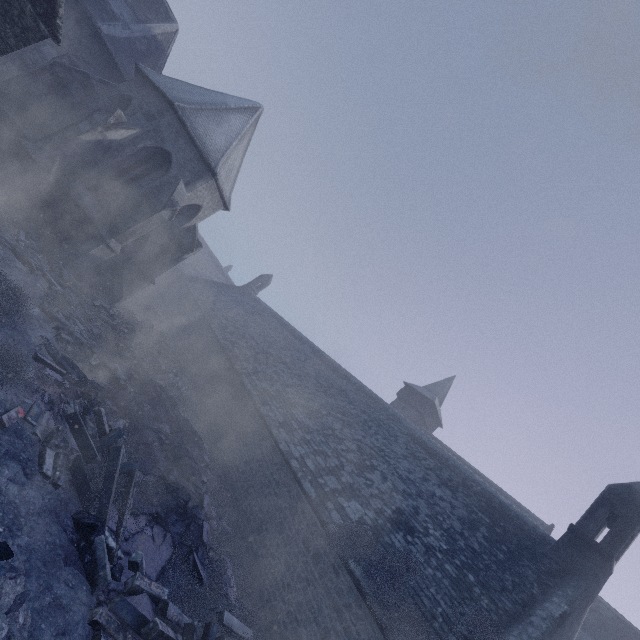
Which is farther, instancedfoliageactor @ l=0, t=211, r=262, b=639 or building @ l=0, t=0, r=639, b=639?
building @ l=0, t=0, r=639, b=639

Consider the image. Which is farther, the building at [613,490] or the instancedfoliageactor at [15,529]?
the building at [613,490]

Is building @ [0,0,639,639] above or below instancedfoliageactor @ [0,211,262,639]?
above

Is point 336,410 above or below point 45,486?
above

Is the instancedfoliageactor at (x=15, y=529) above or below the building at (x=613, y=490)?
below
